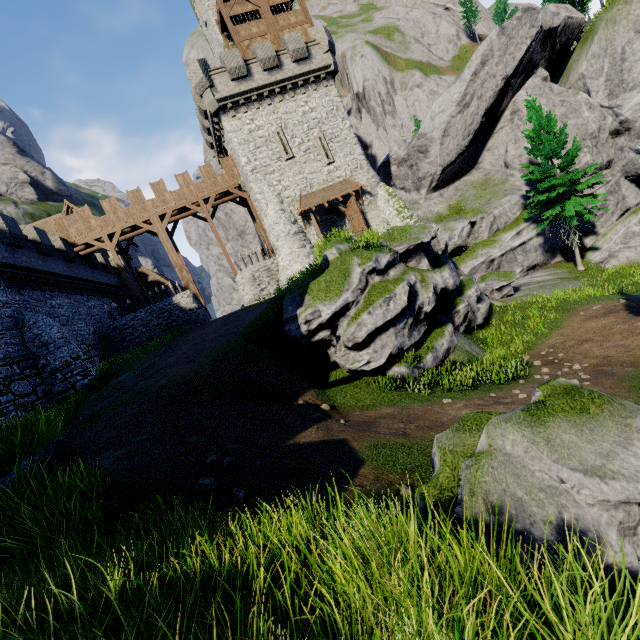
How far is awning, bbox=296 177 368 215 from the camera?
25.4 meters

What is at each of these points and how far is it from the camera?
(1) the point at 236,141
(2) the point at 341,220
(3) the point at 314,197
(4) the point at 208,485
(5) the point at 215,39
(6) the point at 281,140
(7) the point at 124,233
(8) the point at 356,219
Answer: (1) building, 24.7m
(2) building, 28.5m
(3) awning, 25.8m
(4) instancedfoliageactor, 5.6m
(5) building tower, 28.4m
(6) window slit, 25.3m
(7) walkway, 27.0m
(8) double door, 26.3m

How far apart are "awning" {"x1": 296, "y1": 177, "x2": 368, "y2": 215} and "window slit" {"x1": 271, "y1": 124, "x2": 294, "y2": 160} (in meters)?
2.69

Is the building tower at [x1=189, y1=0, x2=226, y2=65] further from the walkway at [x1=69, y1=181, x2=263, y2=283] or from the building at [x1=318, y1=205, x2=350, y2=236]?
the walkway at [x1=69, y1=181, x2=263, y2=283]

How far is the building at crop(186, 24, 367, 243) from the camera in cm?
2392

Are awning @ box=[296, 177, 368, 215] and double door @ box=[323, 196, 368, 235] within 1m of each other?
yes

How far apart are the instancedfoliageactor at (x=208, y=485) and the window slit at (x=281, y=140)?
25.05m

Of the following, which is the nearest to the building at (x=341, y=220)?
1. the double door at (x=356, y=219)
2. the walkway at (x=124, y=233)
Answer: the double door at (x=356, y=219)
